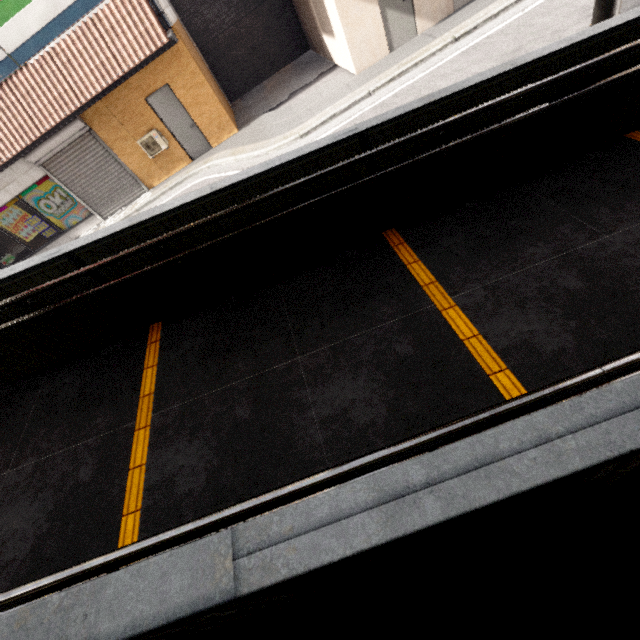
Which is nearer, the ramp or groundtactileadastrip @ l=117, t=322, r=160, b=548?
the ramp

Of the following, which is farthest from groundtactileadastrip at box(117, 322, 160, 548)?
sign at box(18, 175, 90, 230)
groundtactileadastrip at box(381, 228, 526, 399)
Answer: sign at box(18, 175, 90, 230)

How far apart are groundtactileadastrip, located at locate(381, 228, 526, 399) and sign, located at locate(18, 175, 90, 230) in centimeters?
1229cm

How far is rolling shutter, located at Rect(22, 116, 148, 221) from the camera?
9.8 meters

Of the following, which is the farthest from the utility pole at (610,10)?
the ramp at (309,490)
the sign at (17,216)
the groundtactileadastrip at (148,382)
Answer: the sign at (17,216)

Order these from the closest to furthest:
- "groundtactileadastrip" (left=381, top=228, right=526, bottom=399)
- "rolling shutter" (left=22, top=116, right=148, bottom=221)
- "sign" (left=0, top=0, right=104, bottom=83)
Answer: "groundtactileadastrip" (left=381, top=228, right=526, bottom=399) → "sign" (left=0, top=0, right=104, bottom=83) → "rolling shutter" (left=22, top=116, right=148, bottom=221)

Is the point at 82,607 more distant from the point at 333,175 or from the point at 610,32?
the point at 610,32

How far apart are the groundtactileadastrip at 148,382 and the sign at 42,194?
10.7 meters
